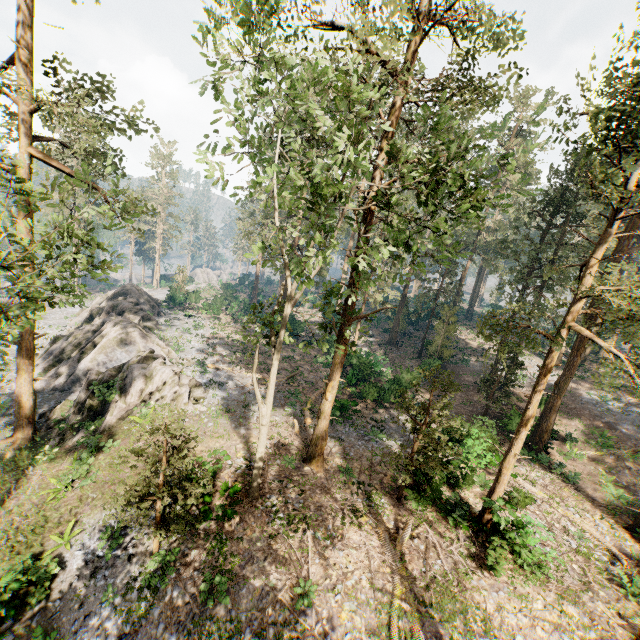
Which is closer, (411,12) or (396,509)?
(411,12)

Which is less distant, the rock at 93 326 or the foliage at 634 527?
the foliage at 634 527

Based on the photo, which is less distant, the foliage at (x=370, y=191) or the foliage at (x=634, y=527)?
the foliage at (x=370, y=191)

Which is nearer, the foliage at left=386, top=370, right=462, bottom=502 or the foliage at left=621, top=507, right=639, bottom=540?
the foliage at left=386, top=370, right=462, bottom=502

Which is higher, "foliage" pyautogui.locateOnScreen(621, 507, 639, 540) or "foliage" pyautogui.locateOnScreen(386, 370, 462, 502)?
"foliage" pyautogui.locateOnScreen(386, 370, 462, 502)

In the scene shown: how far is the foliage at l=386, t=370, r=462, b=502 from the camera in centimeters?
1480cm

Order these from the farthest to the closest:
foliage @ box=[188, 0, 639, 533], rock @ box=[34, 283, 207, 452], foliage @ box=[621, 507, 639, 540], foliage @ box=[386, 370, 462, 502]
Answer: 1. rock @ box=[34, 283, 207, 452]
2. foliage @ box=[621, 507, 639, 540]
3. foliage @ box=[386, 370, 462, 502]
4. foliage @ box=[188, 0, 639, 533]

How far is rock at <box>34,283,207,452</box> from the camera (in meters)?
20.23
